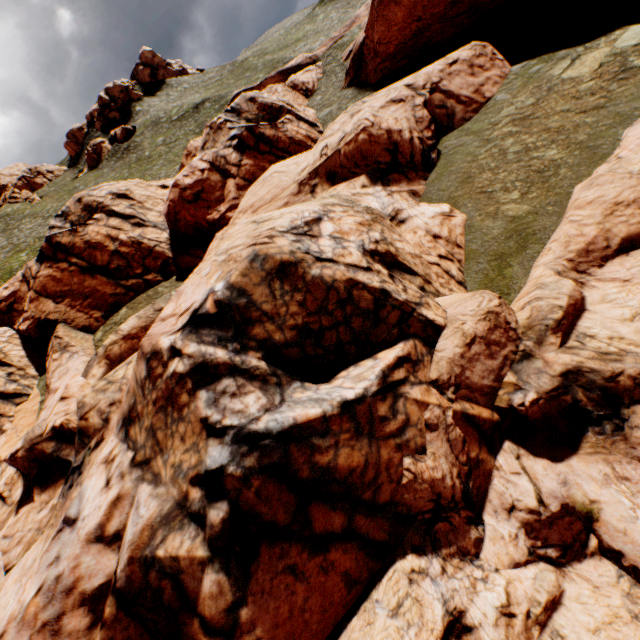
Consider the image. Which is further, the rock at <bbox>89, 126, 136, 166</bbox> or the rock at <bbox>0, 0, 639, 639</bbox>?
the rock at <bbox>89, 126, 136, 166</bbox>

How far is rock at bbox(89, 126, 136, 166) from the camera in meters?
56.9 m

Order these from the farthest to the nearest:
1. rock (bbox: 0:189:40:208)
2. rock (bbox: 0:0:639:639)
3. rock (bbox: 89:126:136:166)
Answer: rock (bbox: 0:189:40:208), rock (bbox: 89:126:136:166), rock (bbox: 0:0:639:639)

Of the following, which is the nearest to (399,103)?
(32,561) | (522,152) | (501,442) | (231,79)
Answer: (522,152)

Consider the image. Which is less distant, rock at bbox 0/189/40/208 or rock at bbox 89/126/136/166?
rock at bbox 89/126/136/166

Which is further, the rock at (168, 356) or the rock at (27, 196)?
the rock at (27, 196)

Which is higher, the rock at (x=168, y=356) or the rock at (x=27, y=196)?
the rock at (x=27, y=196)
